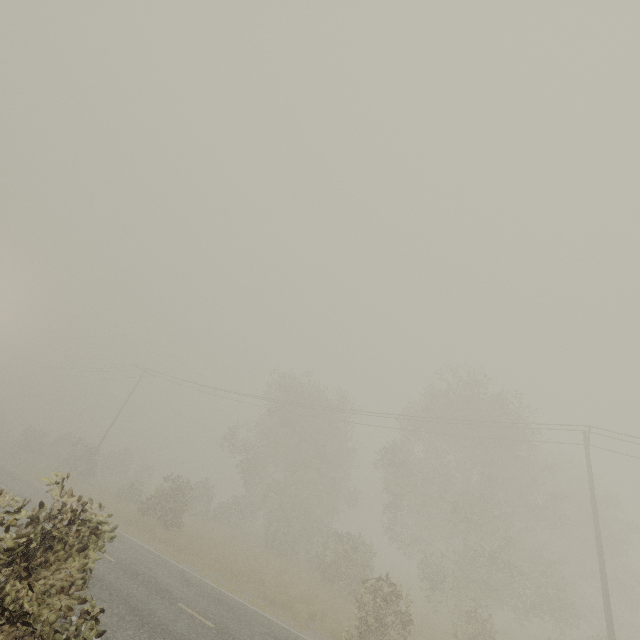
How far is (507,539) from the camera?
21.9m

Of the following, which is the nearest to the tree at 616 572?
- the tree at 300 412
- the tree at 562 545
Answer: the tree at 300 412

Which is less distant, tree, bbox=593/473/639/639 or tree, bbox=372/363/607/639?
tree, bbox=372/363/607/639

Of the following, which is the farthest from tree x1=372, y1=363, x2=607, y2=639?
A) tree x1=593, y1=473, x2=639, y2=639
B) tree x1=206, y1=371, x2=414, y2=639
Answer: tree x1=206, y1=371, x2=414, y2=639

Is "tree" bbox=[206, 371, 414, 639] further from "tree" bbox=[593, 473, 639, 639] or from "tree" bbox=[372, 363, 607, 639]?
"tree" bbox=[372, 363, 607, 639]
